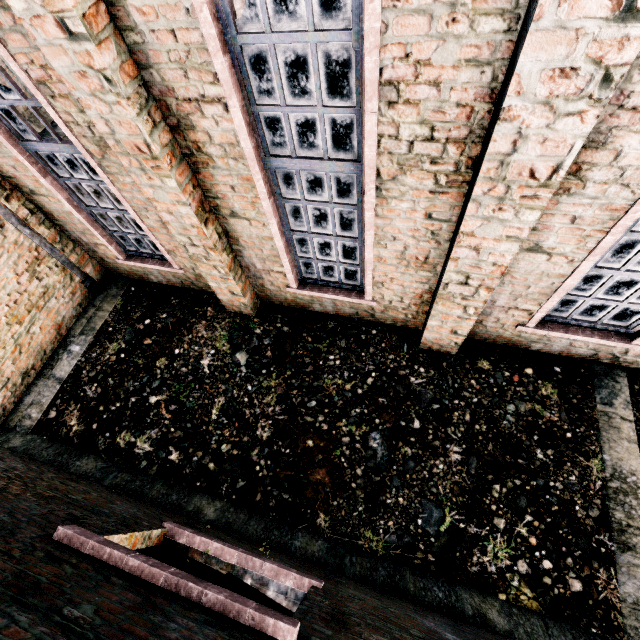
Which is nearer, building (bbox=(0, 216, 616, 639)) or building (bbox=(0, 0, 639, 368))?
building (bbox=(0, 216, 616, 639))

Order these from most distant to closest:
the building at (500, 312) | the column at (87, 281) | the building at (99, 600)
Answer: the column at (87, 281) → the building at (500, 312) → the building at (99, 600)

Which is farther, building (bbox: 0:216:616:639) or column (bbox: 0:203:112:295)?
column (bbox: 0:203:112:295)

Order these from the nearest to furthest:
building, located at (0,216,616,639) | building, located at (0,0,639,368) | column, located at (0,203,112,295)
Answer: building, located at (0,216,616,639), building, located at (0,0,639,368), column, located at (0,203,112,295)

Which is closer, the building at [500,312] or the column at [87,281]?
the building at [500,312]

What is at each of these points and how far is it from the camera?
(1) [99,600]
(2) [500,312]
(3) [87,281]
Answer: (1) building, 2.04m
(2) building, 5.66m
(3) column, 8.26m

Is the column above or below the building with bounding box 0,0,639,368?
below
